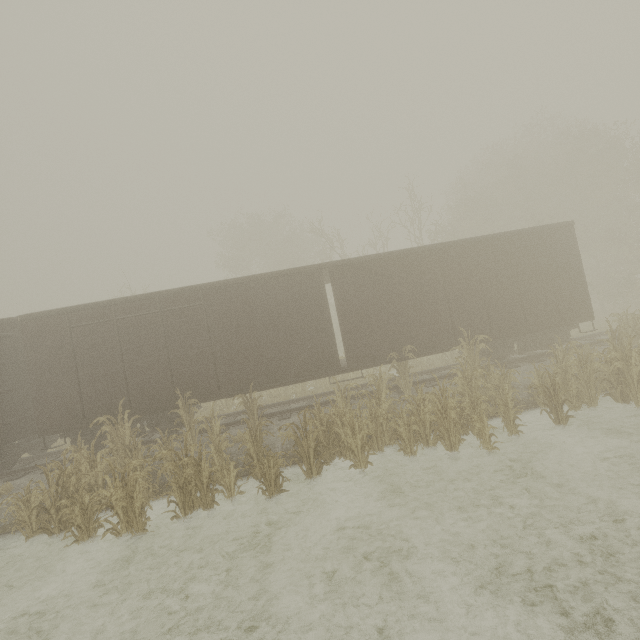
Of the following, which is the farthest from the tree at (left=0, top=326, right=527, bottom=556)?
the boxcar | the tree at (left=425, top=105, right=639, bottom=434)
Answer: the tree at (left=425, top=105, right=639, bottom=434)

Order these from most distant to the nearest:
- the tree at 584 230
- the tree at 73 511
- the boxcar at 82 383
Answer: the boxcar at 82 383 < the tree at 584 230 < the tree at 73 511

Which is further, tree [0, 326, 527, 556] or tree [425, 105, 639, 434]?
tree [425, 105, 639, 434]

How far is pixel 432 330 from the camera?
10.84m

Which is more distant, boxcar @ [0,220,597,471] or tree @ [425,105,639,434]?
boxcar @ [0,220,597,471]

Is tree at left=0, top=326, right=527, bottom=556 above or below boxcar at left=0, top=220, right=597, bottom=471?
below

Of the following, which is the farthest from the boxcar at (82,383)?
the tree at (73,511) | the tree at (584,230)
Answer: the tree at (584,230)
